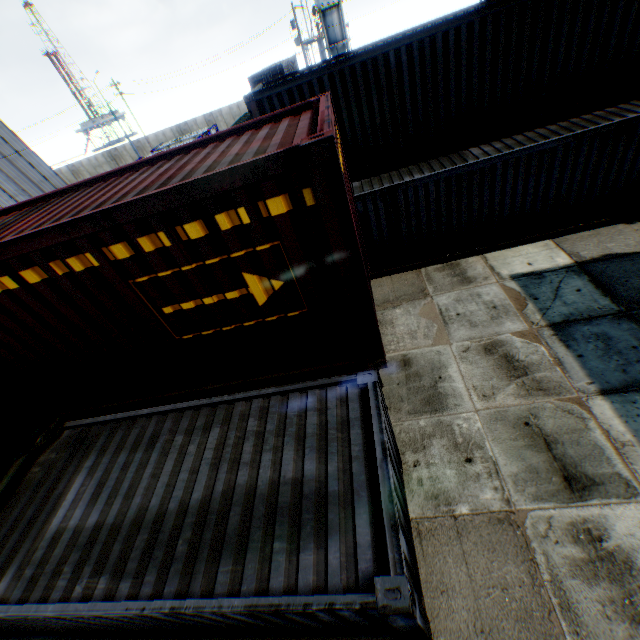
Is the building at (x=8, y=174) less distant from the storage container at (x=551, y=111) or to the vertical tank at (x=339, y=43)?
the storage container at (x=551, y=111)

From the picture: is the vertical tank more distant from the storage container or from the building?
the storage container

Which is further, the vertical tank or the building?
the vertical tank

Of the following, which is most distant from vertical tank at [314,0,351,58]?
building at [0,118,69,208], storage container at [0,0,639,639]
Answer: storage container at [0,0,639,639]

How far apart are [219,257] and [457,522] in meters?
5.7
